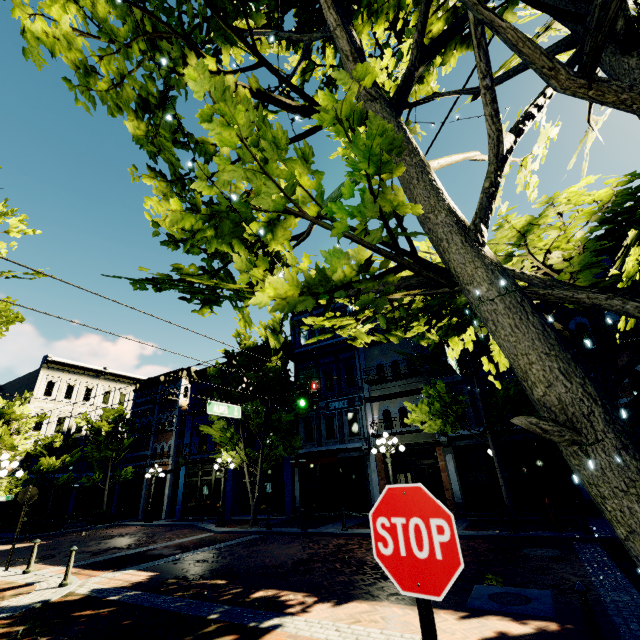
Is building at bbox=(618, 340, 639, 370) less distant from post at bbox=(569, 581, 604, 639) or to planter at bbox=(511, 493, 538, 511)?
planter at bbox=(511, 493, 538, 511)

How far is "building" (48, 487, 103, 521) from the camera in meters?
27.3

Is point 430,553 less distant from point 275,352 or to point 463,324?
point 463,324

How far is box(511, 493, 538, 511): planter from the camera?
13.2m

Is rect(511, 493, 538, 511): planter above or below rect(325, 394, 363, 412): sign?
below

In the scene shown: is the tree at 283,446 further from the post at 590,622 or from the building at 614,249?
the post at 590,622

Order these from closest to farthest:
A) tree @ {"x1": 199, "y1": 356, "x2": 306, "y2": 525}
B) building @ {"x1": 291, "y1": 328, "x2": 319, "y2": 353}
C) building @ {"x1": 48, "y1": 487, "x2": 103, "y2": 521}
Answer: tree @ {"x1": 199, "y1": 356, "x2": 306, "y2": 525} < building @ {"x1": 291, "y1": 328, "x2": 319, "y2": 353} < building @ {"x1": 48, "y1": 487, "x2": 103, "y2": 521}

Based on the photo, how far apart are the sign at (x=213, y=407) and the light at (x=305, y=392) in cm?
326
